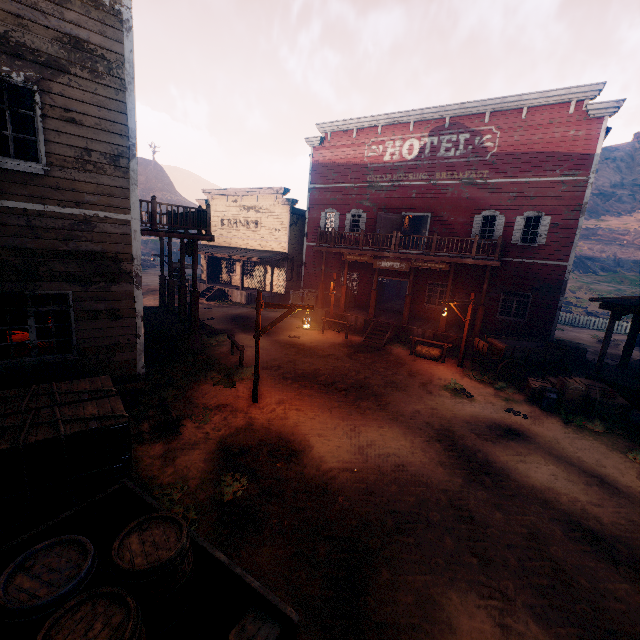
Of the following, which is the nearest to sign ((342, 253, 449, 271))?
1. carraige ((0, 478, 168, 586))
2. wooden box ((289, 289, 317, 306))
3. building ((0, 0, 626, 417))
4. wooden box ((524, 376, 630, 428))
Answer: building ((0, 0, 626, 417))

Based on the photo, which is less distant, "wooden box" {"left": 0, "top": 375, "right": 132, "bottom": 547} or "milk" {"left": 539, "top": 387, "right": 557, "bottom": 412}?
"wooden box" {"left": 0, "top": 375, "right": 132, "bottom": 547}

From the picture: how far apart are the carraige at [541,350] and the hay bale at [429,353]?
1.4m

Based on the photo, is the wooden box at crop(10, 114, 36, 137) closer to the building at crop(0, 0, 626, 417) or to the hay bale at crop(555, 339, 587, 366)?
the building at crop(0, 0, 626, 417)

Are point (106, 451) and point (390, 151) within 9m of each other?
no

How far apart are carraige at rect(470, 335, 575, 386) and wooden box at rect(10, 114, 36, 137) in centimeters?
1372cm

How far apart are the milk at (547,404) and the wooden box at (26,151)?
14.5m

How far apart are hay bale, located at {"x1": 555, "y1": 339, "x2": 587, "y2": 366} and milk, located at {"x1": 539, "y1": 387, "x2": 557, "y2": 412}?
7.0m
